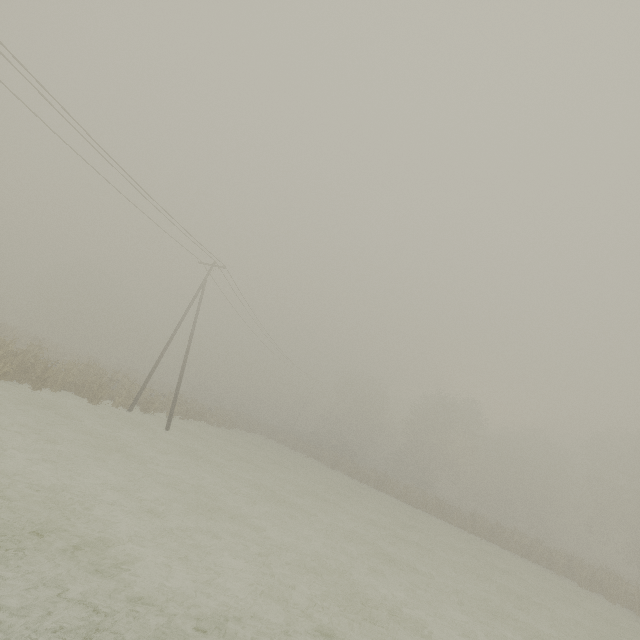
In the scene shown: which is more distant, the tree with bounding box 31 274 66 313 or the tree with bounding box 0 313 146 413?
the tree with bounding box 31 274 66 313

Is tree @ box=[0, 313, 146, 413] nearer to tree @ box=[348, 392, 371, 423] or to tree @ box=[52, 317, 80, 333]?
tree @ box=[348, 392, 371, 423]

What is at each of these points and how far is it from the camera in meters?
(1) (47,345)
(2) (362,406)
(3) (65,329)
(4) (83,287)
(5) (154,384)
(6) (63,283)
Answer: (1) tree, 32.7
(2) tree, 58.2
(3) tree, 57.8
(4) tree, 57.8
(5) tree, 47.2
(6) tree, 58.9

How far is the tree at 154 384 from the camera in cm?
2417

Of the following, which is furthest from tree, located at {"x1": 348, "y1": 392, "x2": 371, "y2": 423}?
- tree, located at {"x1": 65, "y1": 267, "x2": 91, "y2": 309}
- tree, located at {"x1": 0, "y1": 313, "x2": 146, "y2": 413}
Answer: tree, located at {"x1": 65, "y1": 267, "x2": 91, "y2": 309}

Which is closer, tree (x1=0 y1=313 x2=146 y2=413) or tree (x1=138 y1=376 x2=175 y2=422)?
tree (x1=0 y1=313 x2=146 y2=413)

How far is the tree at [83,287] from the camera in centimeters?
5756cm
